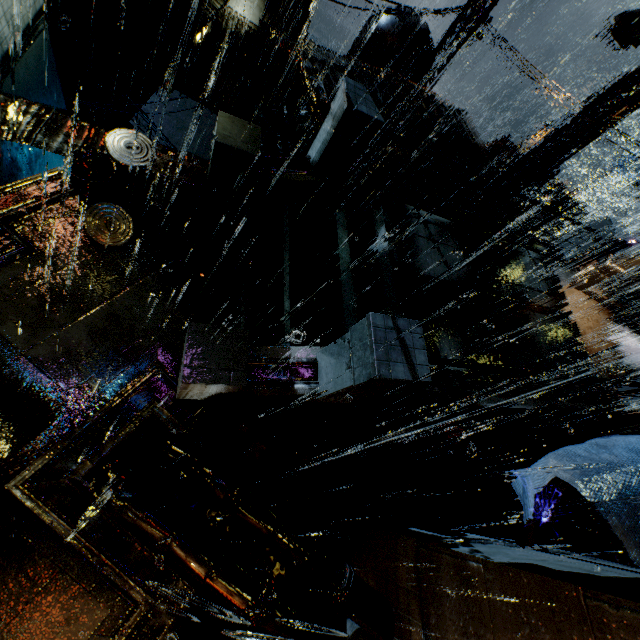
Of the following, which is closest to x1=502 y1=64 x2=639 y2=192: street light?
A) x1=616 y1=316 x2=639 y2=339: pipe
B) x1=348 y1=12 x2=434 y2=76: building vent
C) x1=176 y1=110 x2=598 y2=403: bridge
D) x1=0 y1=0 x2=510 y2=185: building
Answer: x1=176 y1=110 x2=598 y2=403: bridge

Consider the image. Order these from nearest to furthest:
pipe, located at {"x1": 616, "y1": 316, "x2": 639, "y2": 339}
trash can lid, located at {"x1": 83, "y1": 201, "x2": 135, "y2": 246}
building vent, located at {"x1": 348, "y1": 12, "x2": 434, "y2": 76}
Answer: trash can lid, located at {"x1": 83, "y1": 201, "x2": 135, "y2": 246}, pipe, located at {"x1": 616, "y1": 316, "x2": 639, "y2": 339}, building vent, located at {"x1": 348, "y1": 12, "x2": 434, "y2": 76}

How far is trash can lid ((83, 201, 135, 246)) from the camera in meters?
5.7 m

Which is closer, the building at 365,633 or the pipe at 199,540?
the pipe at 199,540

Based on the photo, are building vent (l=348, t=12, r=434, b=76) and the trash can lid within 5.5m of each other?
no

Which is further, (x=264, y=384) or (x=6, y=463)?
(x=264, y=384)

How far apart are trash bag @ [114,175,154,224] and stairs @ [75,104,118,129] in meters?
9.3 m

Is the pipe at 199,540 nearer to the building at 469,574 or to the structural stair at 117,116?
the building at 469,574
